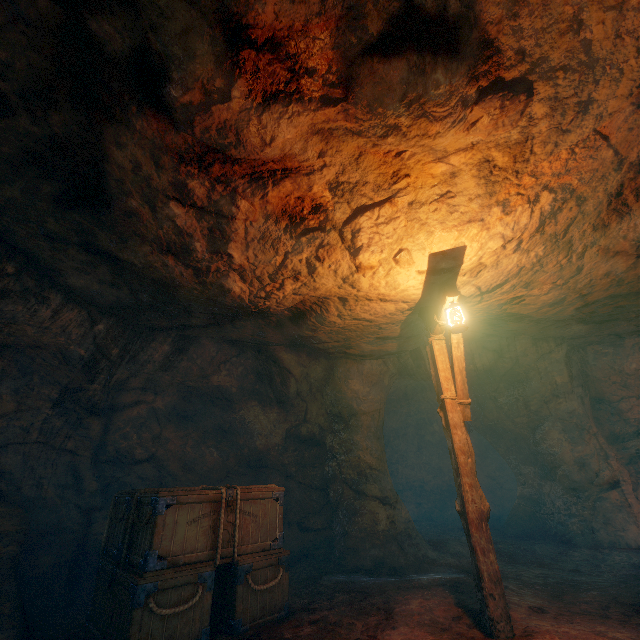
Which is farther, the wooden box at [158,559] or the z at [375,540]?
the z at [375,540]

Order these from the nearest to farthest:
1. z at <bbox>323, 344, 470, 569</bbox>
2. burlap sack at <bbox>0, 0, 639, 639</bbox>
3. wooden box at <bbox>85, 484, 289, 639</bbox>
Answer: burlap sack at <bbox>0, 0, 639, 639</bbox>
wooden box at <bbox>85, 484, 289, 639</bbox>
z at <bbox>323, 344, 470, 569</bbox>

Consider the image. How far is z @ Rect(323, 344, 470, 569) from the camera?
7.64m

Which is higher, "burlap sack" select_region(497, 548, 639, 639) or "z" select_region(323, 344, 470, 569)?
"z" select_region(323, 344, 470, 569)

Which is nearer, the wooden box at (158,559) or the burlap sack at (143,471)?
the burlap sack at (143,471)

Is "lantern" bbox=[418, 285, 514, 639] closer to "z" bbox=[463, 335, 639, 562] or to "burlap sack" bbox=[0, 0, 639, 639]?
"burlap sack" bbox=[0, 0, 639, 639]

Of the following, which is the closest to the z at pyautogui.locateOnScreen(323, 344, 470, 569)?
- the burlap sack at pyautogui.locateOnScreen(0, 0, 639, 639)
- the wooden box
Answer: the burlap sack at pyautogui.locateOnScreen(0, 0, 639, 639)

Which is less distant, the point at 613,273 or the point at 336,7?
the point at 336,7
